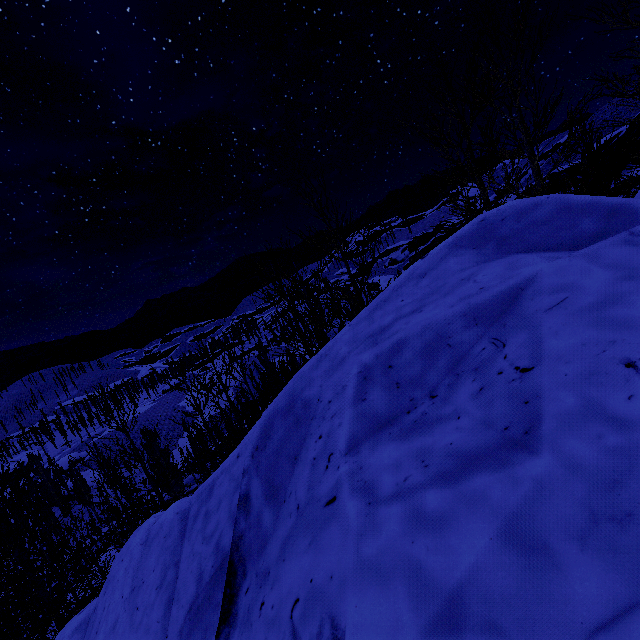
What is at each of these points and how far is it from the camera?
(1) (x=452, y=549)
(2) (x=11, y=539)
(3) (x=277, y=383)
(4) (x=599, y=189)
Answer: (1) rock, 1.9m
(2) instancedfoliageactor, 9.2m
(3) instancedfoliageactor, 9.0m
(4) instancedfoliageactor, 7.4m

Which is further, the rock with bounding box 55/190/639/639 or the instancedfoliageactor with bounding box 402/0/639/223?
the instancedfoliageactor with bounding box 402/0/639/223

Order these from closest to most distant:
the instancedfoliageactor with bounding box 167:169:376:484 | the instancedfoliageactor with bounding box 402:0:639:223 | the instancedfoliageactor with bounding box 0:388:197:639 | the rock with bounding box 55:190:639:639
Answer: the rock with bounding box 55:190:639:639, the instancedfoliageactor with bounding box 402:0:639:223, the instancedfoliageactor with bounding box 167:169:376:484, the instancedfoliageactor with bounding box 0:388:197:639

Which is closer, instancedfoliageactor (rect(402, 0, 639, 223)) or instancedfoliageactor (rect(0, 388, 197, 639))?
instancedfoliageactor (rect(402, 0, 639, 223))

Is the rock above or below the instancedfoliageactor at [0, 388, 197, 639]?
above

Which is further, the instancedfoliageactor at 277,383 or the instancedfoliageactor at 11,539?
the instancedfoliageactor at 11,539

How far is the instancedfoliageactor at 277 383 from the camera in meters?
8.1
